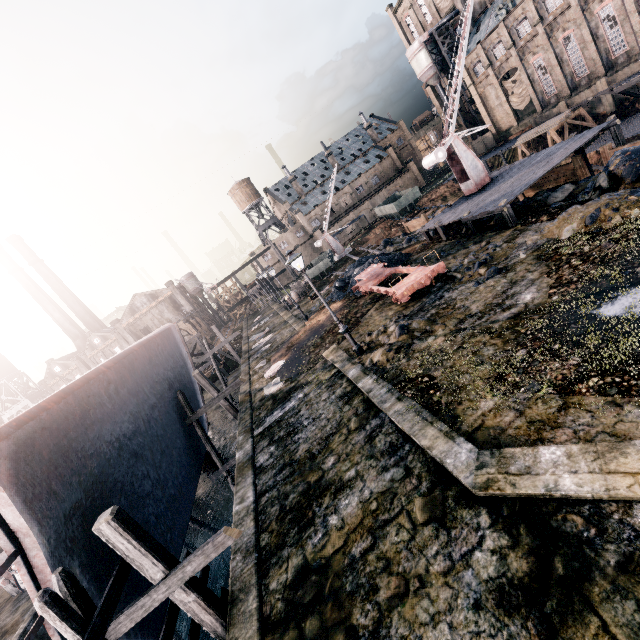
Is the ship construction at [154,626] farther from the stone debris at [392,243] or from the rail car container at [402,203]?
the rail car container at [402,203]

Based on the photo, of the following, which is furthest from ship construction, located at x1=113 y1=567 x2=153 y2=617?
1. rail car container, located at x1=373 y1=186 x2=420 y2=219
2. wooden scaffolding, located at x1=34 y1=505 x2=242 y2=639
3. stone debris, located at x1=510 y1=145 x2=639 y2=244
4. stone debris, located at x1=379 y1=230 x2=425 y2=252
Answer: rail car container, located at x1=373 y1=186 x2=420 y2=219

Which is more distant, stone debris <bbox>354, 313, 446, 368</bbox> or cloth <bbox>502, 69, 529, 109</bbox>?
cloth <bbox>502, 69, 529, 109</bbox>

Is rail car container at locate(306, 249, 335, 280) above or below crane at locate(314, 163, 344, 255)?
below

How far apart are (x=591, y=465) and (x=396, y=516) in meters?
3.8

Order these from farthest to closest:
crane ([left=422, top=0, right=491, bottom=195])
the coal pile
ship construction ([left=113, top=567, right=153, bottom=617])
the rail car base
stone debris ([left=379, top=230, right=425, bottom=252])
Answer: stone debris ([left=379, top=230, right=425, bottom=252])
the coal pile
crane ([left=422, top=0, right=491, bottom=195])
the rail car base
ship construction ([left=113, top=567, right=153, bottom=617])

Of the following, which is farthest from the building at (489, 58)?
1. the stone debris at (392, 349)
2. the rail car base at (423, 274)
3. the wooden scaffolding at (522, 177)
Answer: the stone debris at (392, 349)

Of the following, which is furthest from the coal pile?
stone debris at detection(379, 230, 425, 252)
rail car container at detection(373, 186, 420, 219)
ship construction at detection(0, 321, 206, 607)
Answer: rail car container at detection(373, 186, 420, 219)
